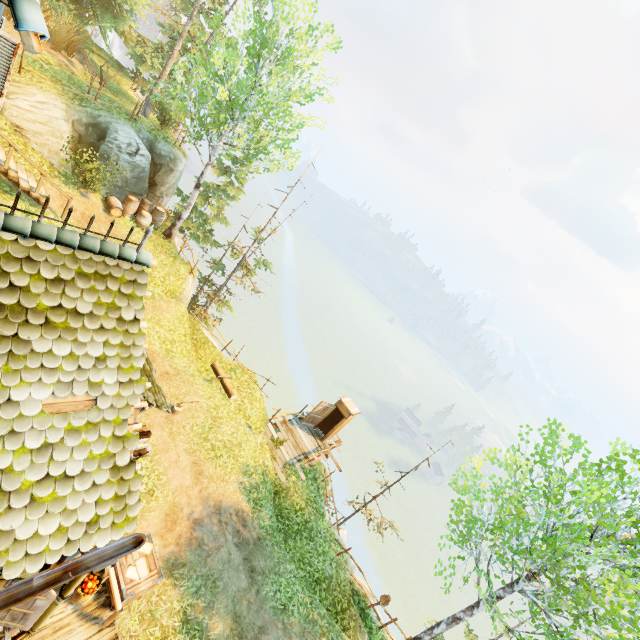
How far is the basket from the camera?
7.10m

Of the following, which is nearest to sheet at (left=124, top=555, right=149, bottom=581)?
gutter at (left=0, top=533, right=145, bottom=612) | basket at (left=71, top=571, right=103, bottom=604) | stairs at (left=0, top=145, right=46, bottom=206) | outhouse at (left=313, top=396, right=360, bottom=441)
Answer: basket at (left=71, top=571, right=103, bottom=604)

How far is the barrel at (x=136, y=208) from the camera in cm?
1599

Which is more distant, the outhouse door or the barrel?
the outhouse door

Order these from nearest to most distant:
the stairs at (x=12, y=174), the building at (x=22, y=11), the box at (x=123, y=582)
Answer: the building at (x=22, y=11), the box at (x=123, y=582), the stairs at (x=12, y=174)

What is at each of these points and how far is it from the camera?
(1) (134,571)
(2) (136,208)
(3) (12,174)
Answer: (1) sheet, 8.0 meters
(2) barrel, 16.9 meters
(3) stairs, 11.6 meters

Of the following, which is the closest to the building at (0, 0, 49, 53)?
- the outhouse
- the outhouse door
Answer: the outhouse door

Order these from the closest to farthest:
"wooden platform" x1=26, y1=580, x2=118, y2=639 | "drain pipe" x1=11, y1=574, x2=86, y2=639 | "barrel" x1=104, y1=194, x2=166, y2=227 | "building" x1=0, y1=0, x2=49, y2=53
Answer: "building" x1=0, y1=0, x2=49, y2=53, "drain pipe" x1=11, y1=574, x2=86, y2=639, "wooden platform" x1=26, y1=580, x2=118, y2=639, "barrel" x1=104, y1=194, x2=166, y2=227
